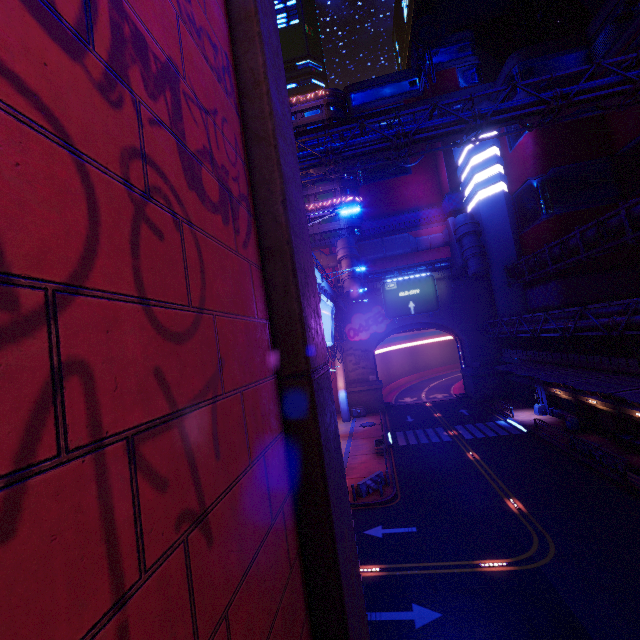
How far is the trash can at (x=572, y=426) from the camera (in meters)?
27.79

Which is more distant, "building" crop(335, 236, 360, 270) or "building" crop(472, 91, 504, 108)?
"building" crop(335, 236, 360, 270)

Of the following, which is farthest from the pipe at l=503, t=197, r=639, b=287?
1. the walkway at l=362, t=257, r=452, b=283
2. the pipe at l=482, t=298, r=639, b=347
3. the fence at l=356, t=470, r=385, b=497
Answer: the fence at l=356, t=470, r=385, b=497

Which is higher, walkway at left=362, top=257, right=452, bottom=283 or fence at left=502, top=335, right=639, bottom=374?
walkway at left=362, top=257, right=452, bottom=283

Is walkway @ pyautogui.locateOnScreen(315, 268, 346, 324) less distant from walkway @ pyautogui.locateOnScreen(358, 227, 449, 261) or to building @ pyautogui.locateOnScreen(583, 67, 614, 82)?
walkway @ pyautogui.locateOnScreen(358, 227, 449, 261)

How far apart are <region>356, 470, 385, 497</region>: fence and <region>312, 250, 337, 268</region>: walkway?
33.2m

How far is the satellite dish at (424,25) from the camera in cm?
5203

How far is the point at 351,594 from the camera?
3.1m
